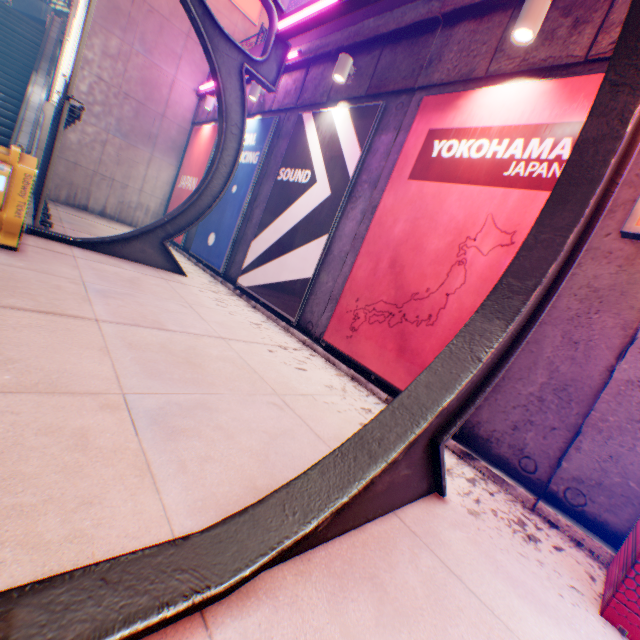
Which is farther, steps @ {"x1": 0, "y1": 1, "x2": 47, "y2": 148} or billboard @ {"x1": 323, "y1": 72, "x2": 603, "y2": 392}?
steps @ {"x1": 0, "y1": 1, "x2": 47, "y2": 148}

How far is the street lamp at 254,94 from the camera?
8.88m

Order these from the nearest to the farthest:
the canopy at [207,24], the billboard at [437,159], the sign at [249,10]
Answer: the billboard at [437,159], the canopy at [207,24], the sign at [249,10]

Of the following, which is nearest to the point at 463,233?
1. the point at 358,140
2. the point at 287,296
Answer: the point at 358,140

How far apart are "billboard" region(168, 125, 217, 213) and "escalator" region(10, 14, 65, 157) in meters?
4.1

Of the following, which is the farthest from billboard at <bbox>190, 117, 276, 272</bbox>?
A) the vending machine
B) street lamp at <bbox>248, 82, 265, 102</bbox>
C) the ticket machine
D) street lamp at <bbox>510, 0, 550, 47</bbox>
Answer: the vending machine

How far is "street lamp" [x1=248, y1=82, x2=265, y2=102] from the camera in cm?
888

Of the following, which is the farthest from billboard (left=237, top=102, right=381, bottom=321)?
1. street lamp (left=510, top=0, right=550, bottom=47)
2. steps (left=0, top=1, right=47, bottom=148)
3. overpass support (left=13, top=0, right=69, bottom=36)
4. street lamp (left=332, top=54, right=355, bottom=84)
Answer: overpass support (left=13, top=0, right=69, bottom=36)
